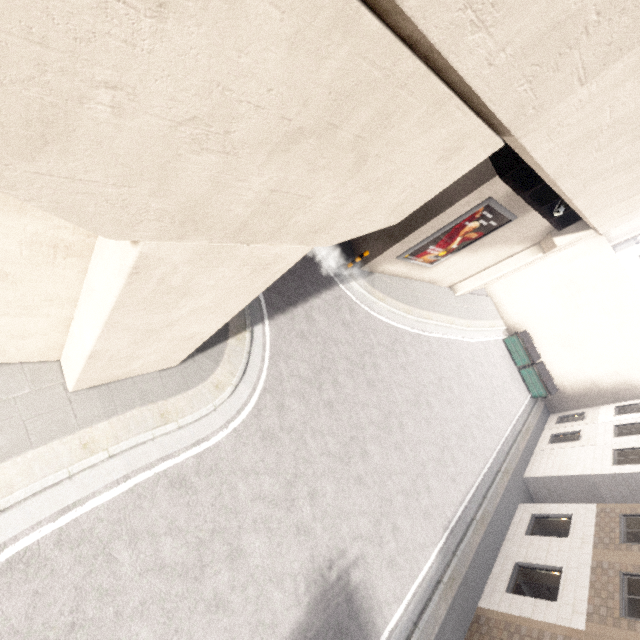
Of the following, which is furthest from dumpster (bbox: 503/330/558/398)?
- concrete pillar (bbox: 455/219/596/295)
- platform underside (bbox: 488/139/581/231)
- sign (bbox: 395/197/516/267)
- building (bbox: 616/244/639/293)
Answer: building (bbox: 616/244/639/293)

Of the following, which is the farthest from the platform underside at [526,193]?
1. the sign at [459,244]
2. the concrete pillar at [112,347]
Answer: the concrete pillar at [112,347]

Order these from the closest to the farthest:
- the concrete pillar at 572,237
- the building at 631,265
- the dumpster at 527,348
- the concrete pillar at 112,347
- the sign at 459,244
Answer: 1. the concrete pillar at 112,347
2. the sign at 459,244
3. the concrete pillar at 572,237
4. the dumpster at 527,348
5. the building at 631,265

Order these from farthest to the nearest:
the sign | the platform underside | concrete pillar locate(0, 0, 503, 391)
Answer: the sign < the platform underside < concrete pillar locate(0, 0, 503, 391)

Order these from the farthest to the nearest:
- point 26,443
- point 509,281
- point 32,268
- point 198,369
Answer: point 509,281 < point 198,369 < point 26,443 < point 32,268

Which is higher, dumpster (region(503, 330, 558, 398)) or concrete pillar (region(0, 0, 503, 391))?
concrete pillar (region(0, 0, 503, 391))

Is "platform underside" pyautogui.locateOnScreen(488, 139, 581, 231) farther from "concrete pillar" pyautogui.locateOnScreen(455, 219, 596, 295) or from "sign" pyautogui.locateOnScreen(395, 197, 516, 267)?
"concrete pillar" pyautogui.locateOnScreen(455, 219, 596, 295)

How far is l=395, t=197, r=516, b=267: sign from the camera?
11.53m
